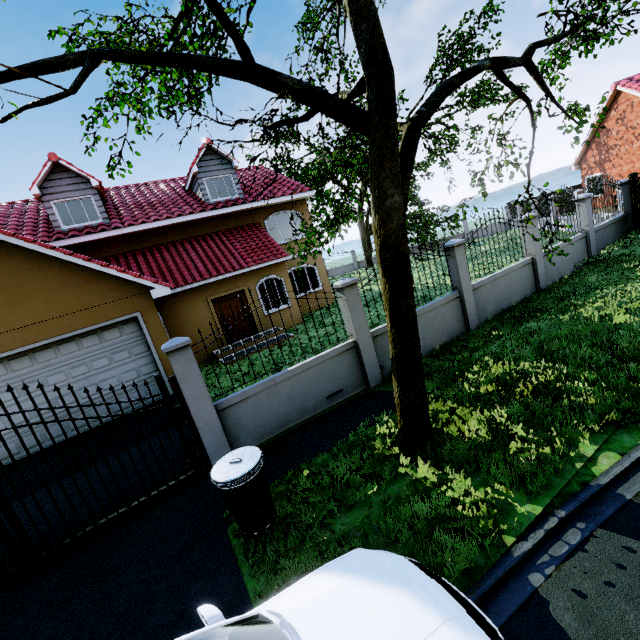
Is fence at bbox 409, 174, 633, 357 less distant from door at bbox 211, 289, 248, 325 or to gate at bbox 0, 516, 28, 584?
gate at bbox 0, 516, 28, 584

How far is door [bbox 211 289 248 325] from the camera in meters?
13.7 m

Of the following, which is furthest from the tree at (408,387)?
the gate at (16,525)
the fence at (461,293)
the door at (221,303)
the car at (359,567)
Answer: the door at (221,303)

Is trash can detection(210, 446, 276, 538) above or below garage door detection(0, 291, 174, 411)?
below

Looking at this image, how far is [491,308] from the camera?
9.6m

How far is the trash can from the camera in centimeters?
385cm

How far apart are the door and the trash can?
9.98m

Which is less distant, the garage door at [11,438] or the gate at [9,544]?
the gate at [9,544]
